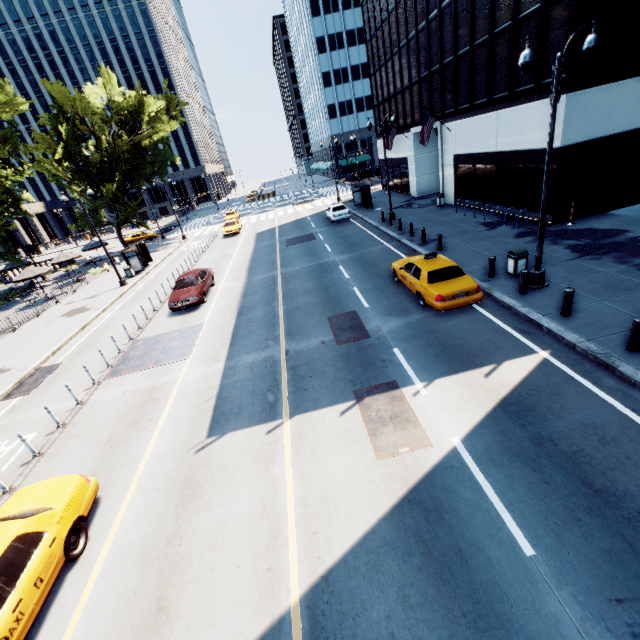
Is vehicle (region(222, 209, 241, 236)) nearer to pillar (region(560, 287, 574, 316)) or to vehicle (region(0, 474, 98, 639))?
vehicle (region(0, 474, 98, 639))

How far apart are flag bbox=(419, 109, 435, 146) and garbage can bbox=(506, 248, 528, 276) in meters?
15.5 m

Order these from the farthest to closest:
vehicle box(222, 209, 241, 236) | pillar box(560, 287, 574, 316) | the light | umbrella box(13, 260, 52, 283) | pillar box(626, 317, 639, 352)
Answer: vehicle box(222, 209, 241, 236)
umbrella box(13, 260, 52, 283)
pillar box(560, 287, 574, 316)
the light
pillar box(626, 317, 639, 352)

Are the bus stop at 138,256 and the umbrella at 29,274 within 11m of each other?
yes

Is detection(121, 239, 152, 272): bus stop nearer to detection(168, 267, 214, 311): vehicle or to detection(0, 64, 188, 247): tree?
→ detection(0, 64, 188, 247): tree

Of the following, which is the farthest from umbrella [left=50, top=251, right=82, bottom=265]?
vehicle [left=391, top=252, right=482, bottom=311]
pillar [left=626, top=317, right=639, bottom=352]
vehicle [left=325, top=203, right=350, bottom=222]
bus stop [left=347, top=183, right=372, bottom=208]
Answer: pillar [left=626, top=317, right=639, bottom=352]

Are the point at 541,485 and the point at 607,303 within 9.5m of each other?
yes

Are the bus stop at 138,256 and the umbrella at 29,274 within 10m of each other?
yes
